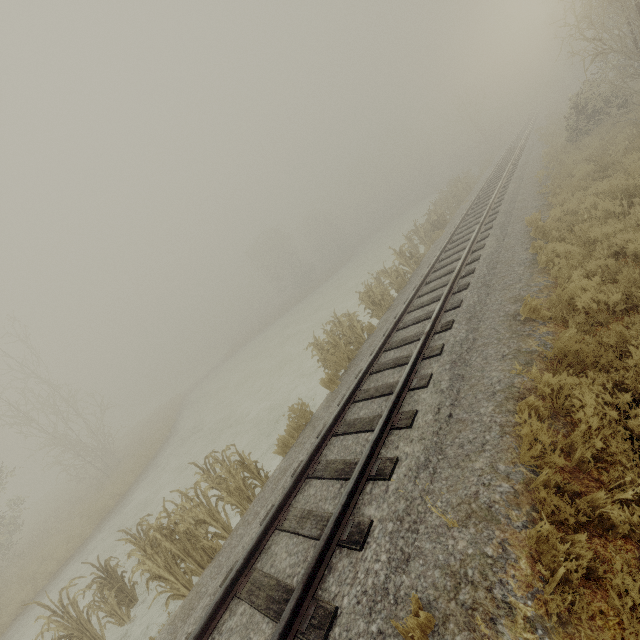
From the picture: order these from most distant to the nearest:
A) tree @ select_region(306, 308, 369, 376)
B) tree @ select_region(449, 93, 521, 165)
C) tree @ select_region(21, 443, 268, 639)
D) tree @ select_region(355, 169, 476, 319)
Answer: tree @ select_region(449, 93, 521, 165)
tree @ select_region(355, 169, 476, 319)
tree @ select_region(306, 308, 369, 376)
tree @ select_region(21, 443, 268, 639)

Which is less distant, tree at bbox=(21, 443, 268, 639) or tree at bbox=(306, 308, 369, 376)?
tree at bbox=(21, 443, 268, 639)

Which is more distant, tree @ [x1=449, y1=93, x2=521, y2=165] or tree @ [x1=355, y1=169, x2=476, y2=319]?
tree @ [x1=449, y1=93, x2=521, y2=165]

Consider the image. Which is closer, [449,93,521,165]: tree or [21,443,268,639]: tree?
[21,443,268,639]: tree

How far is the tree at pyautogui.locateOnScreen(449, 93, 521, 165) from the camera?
39.19m

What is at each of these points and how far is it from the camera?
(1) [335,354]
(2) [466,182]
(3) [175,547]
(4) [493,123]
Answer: (1) tree, 10.34m
(2) tree, 25.34m
(3) tree, 6.57m
(4) tree, 40.75m

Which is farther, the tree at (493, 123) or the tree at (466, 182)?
the tree at (493, 123)

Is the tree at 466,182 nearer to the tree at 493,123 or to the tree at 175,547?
the tree at 175,547
